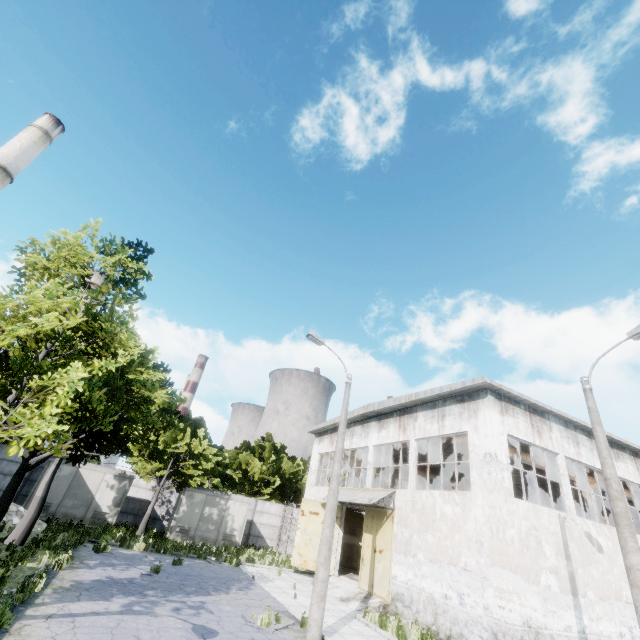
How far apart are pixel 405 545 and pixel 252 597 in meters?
7.6

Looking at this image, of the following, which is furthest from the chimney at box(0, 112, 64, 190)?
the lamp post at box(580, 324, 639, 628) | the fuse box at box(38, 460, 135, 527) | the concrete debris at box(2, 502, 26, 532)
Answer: the lamp post at box(580, 324, 639, 628)

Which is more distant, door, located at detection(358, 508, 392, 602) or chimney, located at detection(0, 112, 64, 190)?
chimney, located at detection(0, 112, 64, 190)

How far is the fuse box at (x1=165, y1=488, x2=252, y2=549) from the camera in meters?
23.3

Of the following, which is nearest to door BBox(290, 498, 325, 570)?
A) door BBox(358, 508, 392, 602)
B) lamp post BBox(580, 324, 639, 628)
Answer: door BBox(358, 508, 392, 602)

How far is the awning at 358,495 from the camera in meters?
17.5 m

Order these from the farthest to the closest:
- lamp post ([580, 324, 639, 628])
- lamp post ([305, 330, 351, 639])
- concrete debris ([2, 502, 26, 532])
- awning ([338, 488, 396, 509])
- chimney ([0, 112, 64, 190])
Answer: chimney ([0, 112, 64, 190]), awning ([338, 488, 396, 509]), concrete debris ([2, 502, 26, 532]), lamp post ([305, 330, 351, 639]), lamp post ([580, 324, 639, 628])

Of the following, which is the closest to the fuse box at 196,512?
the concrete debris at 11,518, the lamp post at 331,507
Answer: the concrete debris at 11,518
